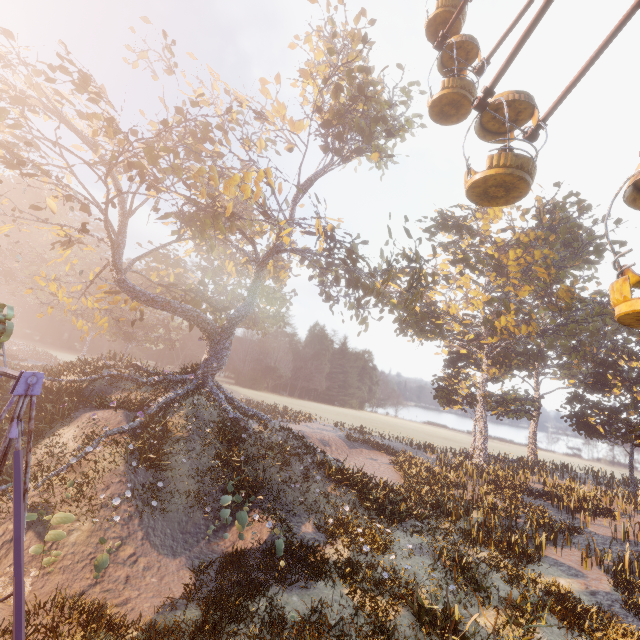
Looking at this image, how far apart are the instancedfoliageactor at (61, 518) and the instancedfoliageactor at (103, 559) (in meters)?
1.88

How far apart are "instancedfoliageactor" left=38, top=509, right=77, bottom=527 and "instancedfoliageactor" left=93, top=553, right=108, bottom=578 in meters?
1.9

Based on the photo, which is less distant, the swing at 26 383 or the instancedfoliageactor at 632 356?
the swing at 26 383

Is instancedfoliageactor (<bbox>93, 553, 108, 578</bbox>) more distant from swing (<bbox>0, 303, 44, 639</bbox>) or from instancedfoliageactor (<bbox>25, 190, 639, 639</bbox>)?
instancedfoliageactor (<bbox>25, 190, 639, 639</bbox>)

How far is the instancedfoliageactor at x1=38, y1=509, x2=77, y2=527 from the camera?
9.1 meters

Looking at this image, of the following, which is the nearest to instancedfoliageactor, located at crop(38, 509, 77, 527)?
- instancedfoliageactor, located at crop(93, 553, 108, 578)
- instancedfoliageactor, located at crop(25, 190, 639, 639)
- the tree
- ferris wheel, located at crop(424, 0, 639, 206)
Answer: instancedfoliageactor, located at crop(93, 553, 108, 578)

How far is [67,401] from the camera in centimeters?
1617cm

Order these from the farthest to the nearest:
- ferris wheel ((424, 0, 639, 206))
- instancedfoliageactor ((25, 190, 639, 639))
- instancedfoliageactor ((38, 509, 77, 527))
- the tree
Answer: the tree, instancedfoliageactor ((25, 190, 639, 639)), instancedfoliageactor ((38, 509, 77, 527)), ferris wheel ((424, 0, 639, 206))
